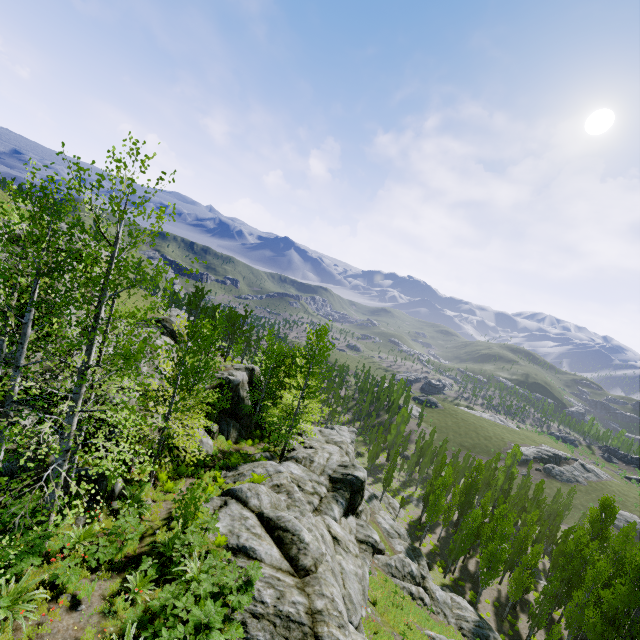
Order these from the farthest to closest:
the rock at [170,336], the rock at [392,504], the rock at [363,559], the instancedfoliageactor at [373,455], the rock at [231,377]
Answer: the instancedfoliageactor at [373,455], the rock at [392,504], the rock at [231,377], the rock at [170,336], the rock at [363,559]

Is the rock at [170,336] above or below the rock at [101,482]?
below

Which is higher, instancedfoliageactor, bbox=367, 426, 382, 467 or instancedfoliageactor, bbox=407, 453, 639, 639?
instancedfoliageactor, bbox=407, 453, 639, 639

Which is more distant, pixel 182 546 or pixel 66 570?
pixel 182 546

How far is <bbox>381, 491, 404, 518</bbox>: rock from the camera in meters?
49.3

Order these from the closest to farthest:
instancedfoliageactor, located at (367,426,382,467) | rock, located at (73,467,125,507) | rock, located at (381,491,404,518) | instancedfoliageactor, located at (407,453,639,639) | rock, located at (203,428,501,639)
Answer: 1. rock, located at (203,428,501,639)
2. rock, located at (73,467,125,507)
3. instancedfoliageactor, located at (407,453,639,639)
4. rock, located at (381,491,404,518)
5. instancedfoliageactor, located at (367,426,382,467)
